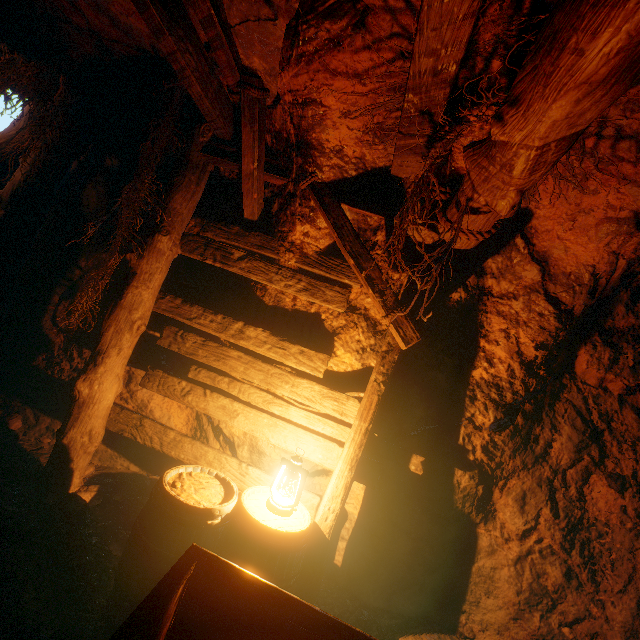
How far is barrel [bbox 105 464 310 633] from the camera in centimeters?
213cm

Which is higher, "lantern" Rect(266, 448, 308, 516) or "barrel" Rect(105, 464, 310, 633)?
"lantern" Rect(266, 448, 308, 516)

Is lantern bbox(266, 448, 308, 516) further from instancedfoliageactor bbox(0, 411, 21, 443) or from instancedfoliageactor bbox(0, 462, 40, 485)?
instancedfoliageactor bbox(0, 411, 21, 443)

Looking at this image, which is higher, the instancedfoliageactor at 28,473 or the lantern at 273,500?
the lantern at 273,500

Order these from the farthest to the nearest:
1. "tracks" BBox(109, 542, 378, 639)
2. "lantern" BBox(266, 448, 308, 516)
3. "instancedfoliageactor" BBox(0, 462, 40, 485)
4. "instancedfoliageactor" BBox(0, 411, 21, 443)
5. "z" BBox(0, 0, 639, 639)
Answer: "instancedfoliageactor" BBox(0, 411, 21, 443) < "instancedfoliageactor" BBox(0, 462, 40, 485) < "lantern" BBox(266, 448, 308, 516) < "z" BBox(0, 0, 639, 639) < "tracks" BBox(109, 542, 378, 639)

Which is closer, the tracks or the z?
the tracks

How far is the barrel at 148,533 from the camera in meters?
2.1 m

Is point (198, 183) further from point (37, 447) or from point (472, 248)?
point (37, 447)
